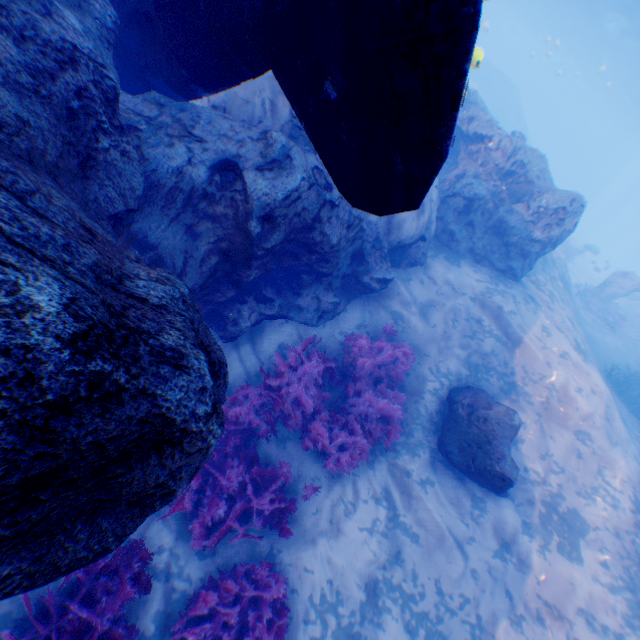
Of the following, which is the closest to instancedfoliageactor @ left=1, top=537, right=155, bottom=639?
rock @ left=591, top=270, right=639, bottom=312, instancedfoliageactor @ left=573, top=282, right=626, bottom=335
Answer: instancedfoliageactor @ left=573, top=282, right=626, bottom=335

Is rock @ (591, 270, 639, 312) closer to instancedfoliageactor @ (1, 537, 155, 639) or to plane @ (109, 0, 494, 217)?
plane @ (109, 0, 494, 217)

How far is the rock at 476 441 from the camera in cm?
586

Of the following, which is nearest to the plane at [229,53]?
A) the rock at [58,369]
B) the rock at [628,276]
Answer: the rock at [58,369]

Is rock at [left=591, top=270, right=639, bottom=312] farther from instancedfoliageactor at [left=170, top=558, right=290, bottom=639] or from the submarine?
instancedfoliageactor at [left=170, top=558, right=290, bottom=639]

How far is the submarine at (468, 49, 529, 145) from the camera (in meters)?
36.25

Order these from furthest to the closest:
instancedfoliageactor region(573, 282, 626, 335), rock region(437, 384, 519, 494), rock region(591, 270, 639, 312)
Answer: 1. rock region(591, 270, 639, 312)
2. instancedfoliageactor region(573, 282, 626, 335)
3. rock region(437, 384, 519, 494)

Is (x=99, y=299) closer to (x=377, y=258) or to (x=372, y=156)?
(x=372, y=156)
